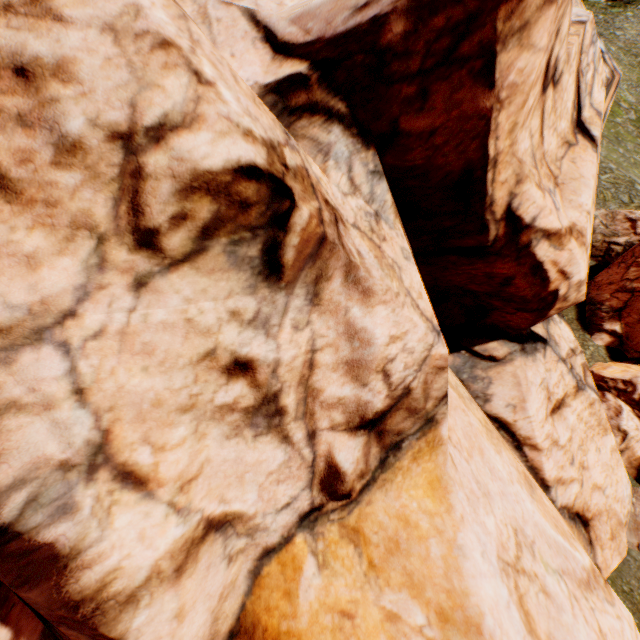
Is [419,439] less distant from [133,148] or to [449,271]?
[449,271]
